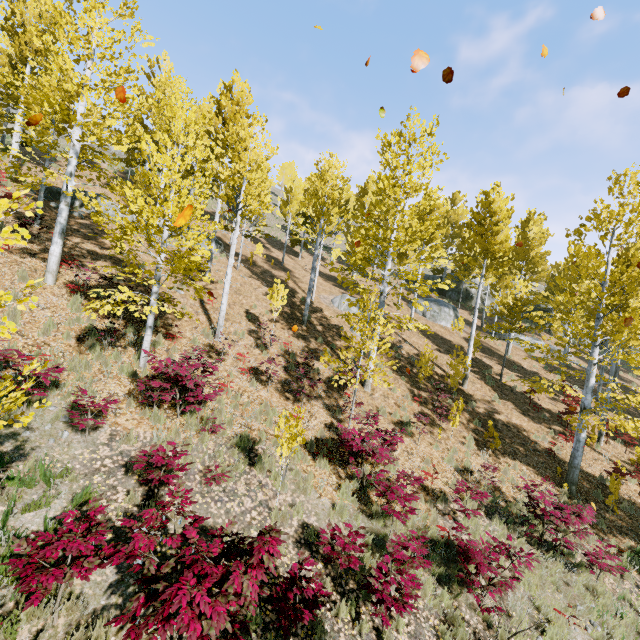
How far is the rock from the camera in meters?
25.4 m

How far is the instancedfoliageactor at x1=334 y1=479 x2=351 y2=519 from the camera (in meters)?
7.48

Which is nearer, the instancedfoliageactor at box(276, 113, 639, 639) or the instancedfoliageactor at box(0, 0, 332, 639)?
the instancedfoliageactor at box(0, 0, 332, 639)

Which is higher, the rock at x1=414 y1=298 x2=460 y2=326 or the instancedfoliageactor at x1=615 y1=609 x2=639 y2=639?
the rock at x1=414 y1=298 x2=460 y2=326

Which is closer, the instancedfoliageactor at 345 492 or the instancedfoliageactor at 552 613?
the instancedfoliageactor at 552 613

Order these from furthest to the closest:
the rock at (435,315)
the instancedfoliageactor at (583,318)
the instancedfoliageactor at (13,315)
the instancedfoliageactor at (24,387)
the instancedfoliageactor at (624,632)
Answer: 1. the rock at (435,315)
2. the instancedfoliageactor at (583,318)
3. the instancedfoliageactor at (624,632)
4. the instancedfoliageactor at (24,387)
5. the instancedfoliageactor at (13,315)

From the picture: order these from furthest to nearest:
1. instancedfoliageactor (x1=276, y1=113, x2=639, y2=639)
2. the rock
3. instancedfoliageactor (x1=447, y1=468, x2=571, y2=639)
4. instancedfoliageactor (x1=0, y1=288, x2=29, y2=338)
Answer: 1. the rock
2. instancedfoliageactor (x1=276, y1=113, x2=639, y2=639)
3. instancedfoliageactor (x1=447, y1=468, x2=571, y2=639)
4. instancedfoliageactor (x1=0, y1=288, x2=29, y2=338)

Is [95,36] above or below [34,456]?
above
